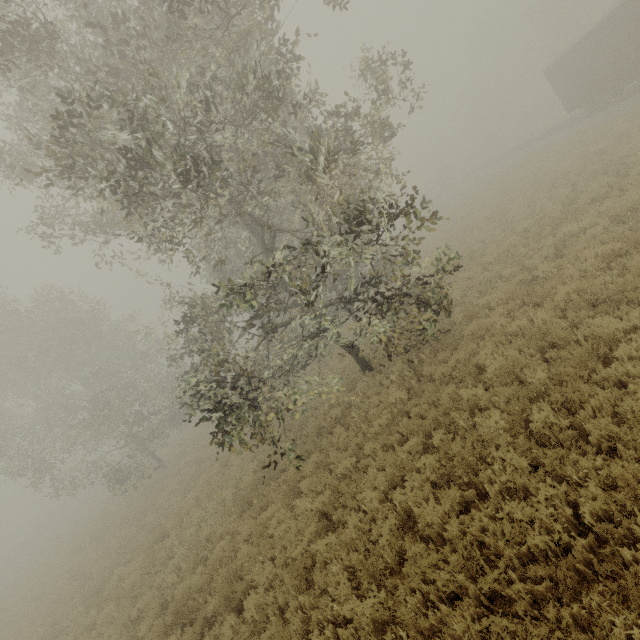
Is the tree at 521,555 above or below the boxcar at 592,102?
below

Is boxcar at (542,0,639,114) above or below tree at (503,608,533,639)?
above

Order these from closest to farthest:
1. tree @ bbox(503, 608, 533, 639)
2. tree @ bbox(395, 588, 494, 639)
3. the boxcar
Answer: tree @ bbox(503, 608, 533, 639), tree @ bbox(395, 588, 494, 639), the boxcar

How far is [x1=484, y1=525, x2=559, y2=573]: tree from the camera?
4.3 meters

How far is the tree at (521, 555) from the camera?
4.3 meters

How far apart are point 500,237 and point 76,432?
30.5 meters
